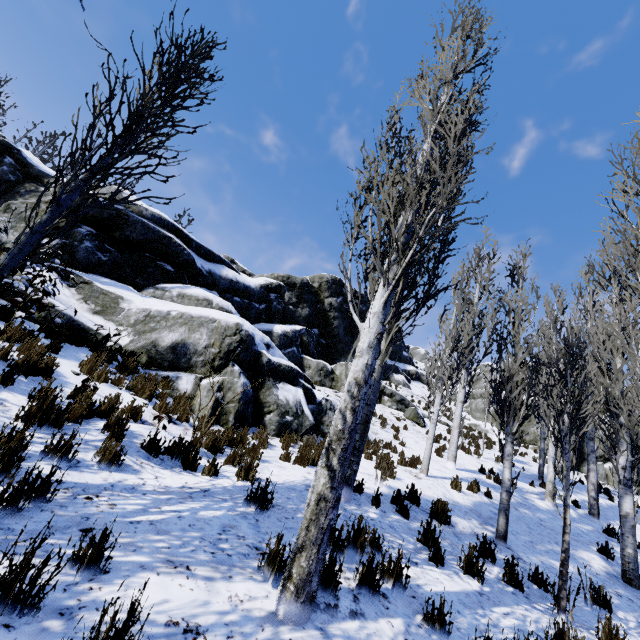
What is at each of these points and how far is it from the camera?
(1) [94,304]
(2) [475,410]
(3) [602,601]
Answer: (1) rock, 9.7m
(2) rock, 28.5m
(3) instancedfoliageactor, 5.5m

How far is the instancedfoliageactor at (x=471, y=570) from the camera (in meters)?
4.65

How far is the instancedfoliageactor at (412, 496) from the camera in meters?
5.7 m

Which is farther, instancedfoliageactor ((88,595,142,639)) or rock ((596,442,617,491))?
rock ((596,442,617,491))

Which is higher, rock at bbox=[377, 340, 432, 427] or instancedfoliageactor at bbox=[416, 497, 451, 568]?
rock at bbox=[377, 340, 432, 427]

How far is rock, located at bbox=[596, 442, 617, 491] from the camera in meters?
23.2 m

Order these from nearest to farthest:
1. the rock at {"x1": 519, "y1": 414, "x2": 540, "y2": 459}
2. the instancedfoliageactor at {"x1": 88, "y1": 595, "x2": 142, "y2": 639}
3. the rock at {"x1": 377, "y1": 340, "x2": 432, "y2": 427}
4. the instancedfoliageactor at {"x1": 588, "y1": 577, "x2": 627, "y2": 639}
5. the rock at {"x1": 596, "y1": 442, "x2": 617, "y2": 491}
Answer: the instancedfoliageactor at {"x1": 88, "y1": 595, "x2": 142, "y2": 639}
the instancedfoliageactor at {"x1": 588, "y1": 577, "x2": 627, "y2": 639}
the rock at {"x1": 377, "y1": 340, "x2": 432, "y2": 427}
the rock at {"x1": 596, "y1": 442, "x2": 617, "y2": 491}
the rock at {"x1": 519, "y1": 414, "x2": 540, "y2": 459}
